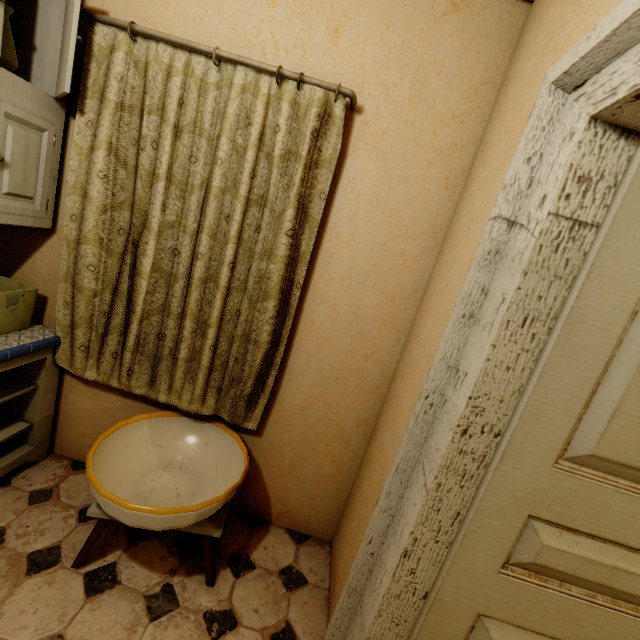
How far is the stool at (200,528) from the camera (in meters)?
1.43

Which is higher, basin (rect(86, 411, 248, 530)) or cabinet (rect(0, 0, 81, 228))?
cabinet (rect(0, 0, 81, 228))

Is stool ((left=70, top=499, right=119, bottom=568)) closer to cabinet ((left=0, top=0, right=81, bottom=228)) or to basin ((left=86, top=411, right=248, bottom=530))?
basin ((left=86, top=411, right=248, bottom=530))

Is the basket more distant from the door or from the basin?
the door

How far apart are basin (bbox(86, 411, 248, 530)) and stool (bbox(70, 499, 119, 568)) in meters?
0.0

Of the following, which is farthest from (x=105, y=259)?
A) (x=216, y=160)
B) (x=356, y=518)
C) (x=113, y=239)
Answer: (x=356, y=518)

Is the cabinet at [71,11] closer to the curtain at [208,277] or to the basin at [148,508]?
the curtain at [208,277]

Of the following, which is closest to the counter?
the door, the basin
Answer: the basin
